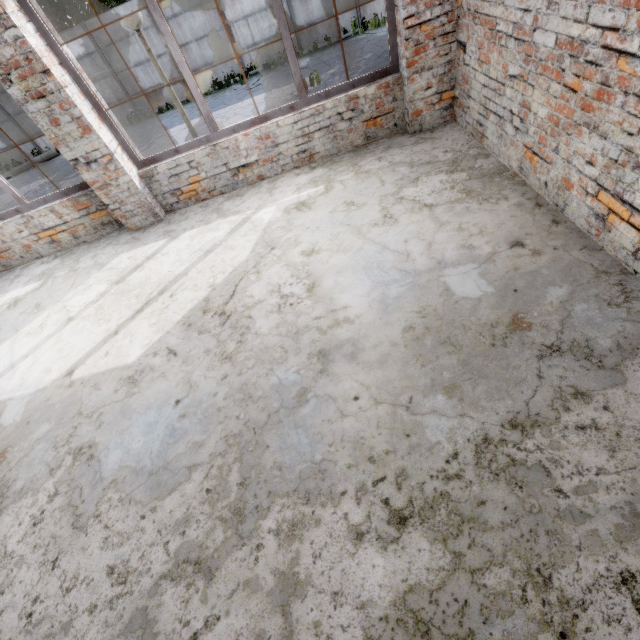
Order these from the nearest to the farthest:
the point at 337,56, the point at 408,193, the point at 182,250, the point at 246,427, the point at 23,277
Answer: the point at 246,427, the point at 408,193, the point at 182,250, the point at 23,277, the point at 337,56

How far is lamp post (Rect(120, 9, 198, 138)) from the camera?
4.64m

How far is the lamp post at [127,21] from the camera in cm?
464
